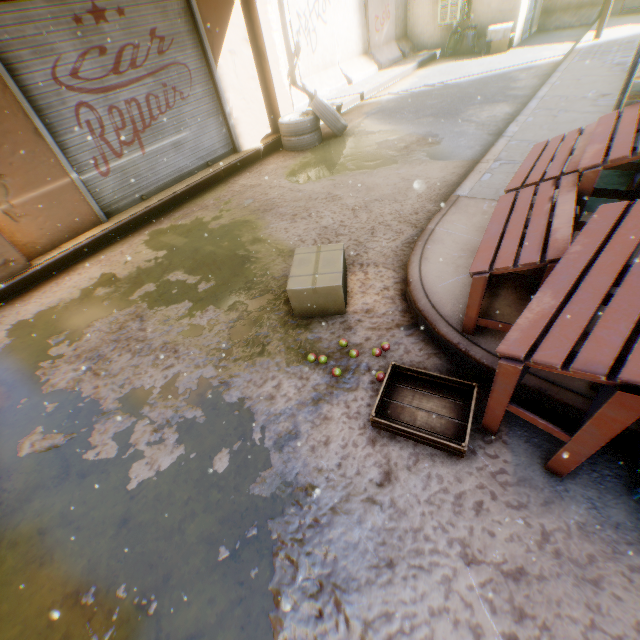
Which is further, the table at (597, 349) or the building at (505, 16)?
the building at (505, 16)

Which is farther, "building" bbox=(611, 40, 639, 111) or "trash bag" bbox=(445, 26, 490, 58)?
"trash bag" bbox=(445, 26, 490, 58)

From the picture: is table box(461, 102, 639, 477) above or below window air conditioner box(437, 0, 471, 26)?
below

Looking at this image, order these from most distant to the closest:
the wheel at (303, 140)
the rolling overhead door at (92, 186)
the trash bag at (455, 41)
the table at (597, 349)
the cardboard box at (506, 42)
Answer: the trash bag at (455, 41) → the cardboard box at (506, 42) → the wheel at (303, 140) → the rolling overhead door at (92, 186) → the table at (597, 349)

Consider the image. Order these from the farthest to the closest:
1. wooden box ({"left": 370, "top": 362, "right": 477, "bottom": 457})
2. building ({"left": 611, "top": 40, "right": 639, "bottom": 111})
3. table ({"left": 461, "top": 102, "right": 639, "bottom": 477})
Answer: building ({"left": 611, "top": 40, "right": 639, "bottom": 111}), wooden box ({"left": 370, "top": 362, "right": 477, "bottom": 457}), table ({"left": 461, "top": 102, "right": 639, "bottom": 477})

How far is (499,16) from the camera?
11.3 meters

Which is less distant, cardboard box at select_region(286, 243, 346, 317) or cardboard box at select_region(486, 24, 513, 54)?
cardboard box at select_region(286, 243, 346, 317)

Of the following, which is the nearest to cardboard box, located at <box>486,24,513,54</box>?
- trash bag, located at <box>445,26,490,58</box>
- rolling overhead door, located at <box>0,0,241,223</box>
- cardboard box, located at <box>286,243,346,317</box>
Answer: trash bag, located at <box>445,26,490,58</box>
